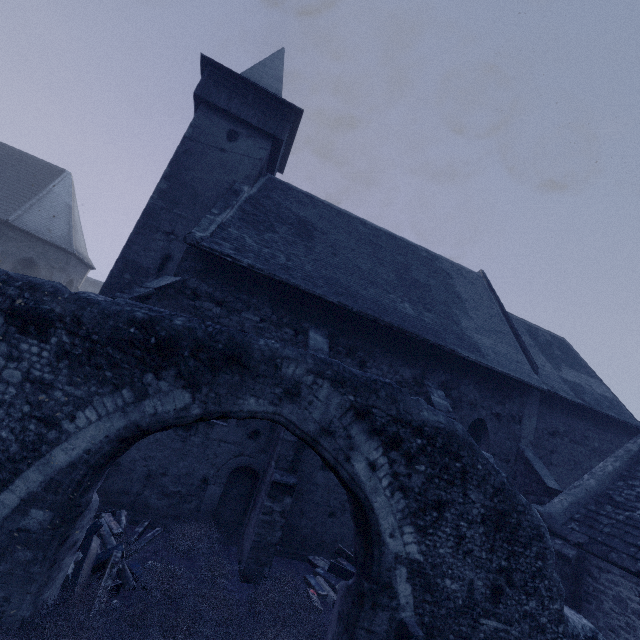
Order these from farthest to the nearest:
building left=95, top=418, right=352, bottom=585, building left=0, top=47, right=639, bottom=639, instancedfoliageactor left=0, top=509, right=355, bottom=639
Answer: building left=0, top=47, right=639, bottom=639, building left=95, top=418, right=352, bottom=585, instancedfoliageactor left=0, top=509, right=355, bottom=639

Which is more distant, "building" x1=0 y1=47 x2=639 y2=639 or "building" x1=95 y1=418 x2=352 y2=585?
"building" x1=0 y1=47 x2=639 y2=639

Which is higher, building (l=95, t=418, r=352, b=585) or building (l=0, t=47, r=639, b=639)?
building (l=0, t=47, r=639, b=639)

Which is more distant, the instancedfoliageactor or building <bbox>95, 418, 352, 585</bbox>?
building <bbox>95, 418, 352, 585</bbox>

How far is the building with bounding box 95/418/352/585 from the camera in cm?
752

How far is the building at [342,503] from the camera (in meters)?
7.52

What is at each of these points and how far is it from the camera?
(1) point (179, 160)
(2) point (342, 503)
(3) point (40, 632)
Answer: (1) building, 12.15m
(2) building, 9.37m
(3) instancedfoliageactor, 3.88m

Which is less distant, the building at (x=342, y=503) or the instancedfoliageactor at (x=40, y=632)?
the instancedfoliageactor at (x=40, y=632)
